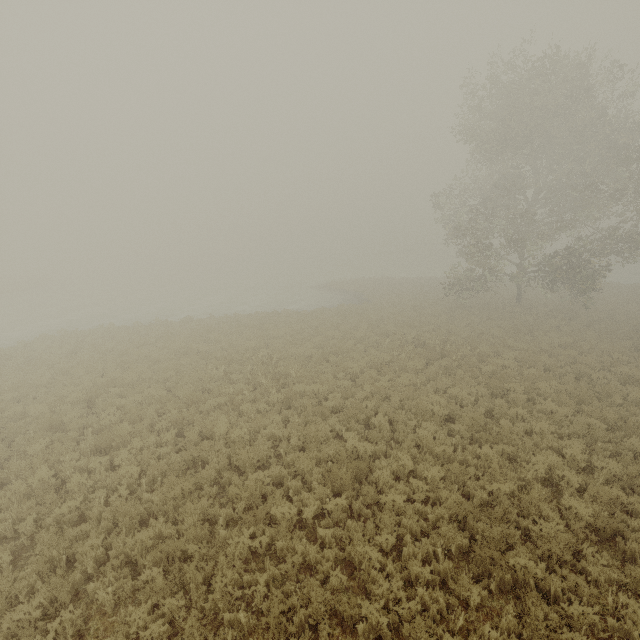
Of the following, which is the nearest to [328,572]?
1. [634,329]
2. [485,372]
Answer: [485,372]
